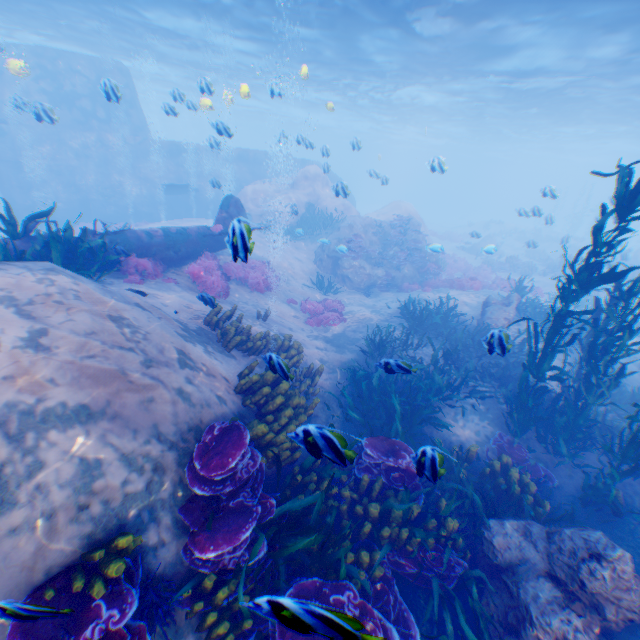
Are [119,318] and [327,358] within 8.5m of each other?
yes

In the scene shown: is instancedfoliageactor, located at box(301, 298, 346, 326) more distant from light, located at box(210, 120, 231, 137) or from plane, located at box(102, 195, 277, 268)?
light, located at box(210, 120, 231, 137)

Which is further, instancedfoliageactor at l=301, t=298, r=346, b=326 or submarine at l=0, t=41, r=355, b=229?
submarine at l=0, t=41, r=355, b=229

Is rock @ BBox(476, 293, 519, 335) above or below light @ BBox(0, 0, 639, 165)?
below

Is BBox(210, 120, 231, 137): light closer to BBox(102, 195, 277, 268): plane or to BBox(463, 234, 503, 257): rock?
BBox(463, 234, 503, 257): rock

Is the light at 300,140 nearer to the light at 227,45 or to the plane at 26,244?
the light at 227,45

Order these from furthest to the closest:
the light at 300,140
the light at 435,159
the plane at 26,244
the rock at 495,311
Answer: the light at 300,140, the rock at 495,311, the light at 435,159, the plane at 26,244

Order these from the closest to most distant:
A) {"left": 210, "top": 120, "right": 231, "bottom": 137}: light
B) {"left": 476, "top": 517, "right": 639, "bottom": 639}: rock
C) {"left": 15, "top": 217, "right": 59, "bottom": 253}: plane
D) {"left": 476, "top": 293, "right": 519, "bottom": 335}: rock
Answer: {"left": 476, "top": 517, "right": 639, "bottom": 639}: rock, {"left": 15, "top": 217, "right": 59, "bottom": 253}: plane, {"left": 210, "top": 120, "right": 231, "bottom": 137}: light, {"left": 476, "top": 293, "right": 519, "bottom": 335}: rock
